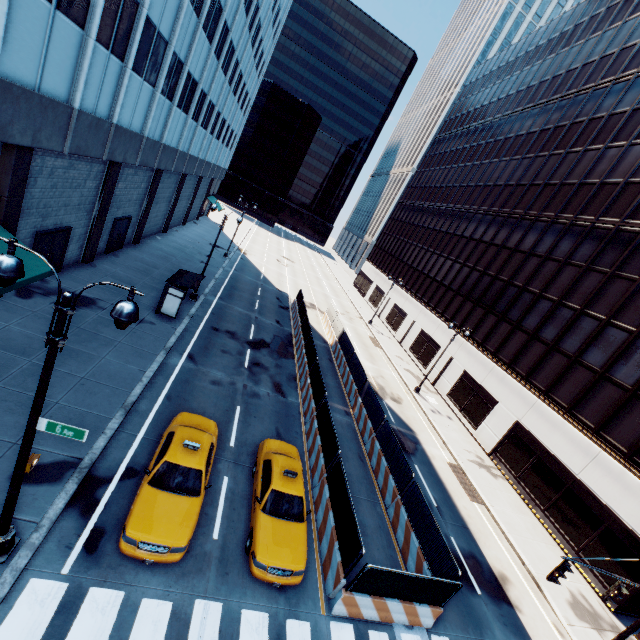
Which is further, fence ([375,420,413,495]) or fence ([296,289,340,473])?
fence ([375,420,413,495])

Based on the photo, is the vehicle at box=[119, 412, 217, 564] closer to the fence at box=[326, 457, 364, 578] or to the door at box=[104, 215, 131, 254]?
the fence at box=[326, 457, 364, 578]

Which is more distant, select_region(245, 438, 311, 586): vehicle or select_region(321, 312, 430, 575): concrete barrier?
select_region(321, 312, 430, 575): concrete barrier

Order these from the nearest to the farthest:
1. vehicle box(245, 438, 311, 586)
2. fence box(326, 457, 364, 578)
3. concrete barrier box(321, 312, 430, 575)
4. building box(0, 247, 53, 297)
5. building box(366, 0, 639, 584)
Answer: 1. vehicle box(245, 438, 311, 586)
2. fence box(326, 457, 364, 578)
3. building box(0, 247, 53, 297)
4. concrete barrier box(321, 312, 430, 575)
5. building box(366, 0, 639, 584)

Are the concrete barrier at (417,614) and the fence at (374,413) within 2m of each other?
yes

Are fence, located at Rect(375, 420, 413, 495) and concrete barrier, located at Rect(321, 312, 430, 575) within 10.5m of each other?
yes

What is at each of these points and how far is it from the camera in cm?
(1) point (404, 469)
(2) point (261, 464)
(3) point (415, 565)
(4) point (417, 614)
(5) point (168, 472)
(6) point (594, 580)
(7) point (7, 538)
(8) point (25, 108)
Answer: (1) fence, 1536
(2) vehicle, 1244
(3) concrete barrier, 1248
(4) concrete barrier, 1070
(5) vehicle, 1001
(6) building, 1692
(7) light, 733
(8) building, 1157

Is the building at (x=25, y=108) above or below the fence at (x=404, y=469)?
above
